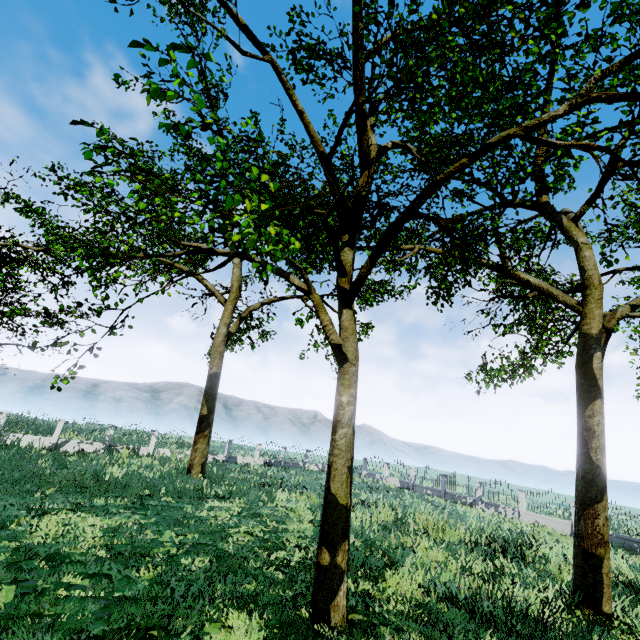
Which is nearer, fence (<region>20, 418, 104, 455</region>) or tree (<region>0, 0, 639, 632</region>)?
tree (<region>0, 0, 639, 632</region>)

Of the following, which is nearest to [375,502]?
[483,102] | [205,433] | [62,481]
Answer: [205,433]

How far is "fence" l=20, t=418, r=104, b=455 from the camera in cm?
2212

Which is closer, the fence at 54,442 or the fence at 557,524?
the fence at 557,524

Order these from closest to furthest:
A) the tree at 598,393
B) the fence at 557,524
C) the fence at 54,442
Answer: the tree at 598,393 → the fence at 557,524 → the fence at 54,442

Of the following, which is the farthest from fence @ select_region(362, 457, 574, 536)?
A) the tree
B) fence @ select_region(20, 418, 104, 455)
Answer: fence @ select_region(20, 418, 104, 455)

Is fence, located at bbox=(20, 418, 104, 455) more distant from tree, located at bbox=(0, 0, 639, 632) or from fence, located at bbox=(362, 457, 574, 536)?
fence, located at bbox=(362, 457, 574, 536)

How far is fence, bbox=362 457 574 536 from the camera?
21.22m
